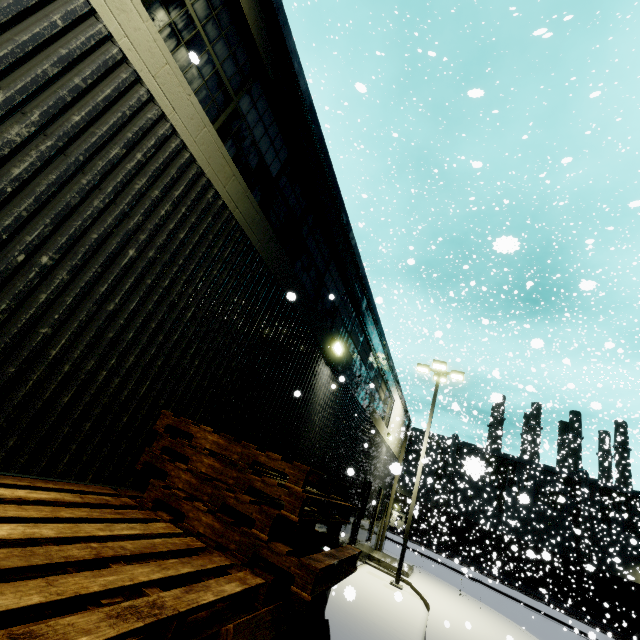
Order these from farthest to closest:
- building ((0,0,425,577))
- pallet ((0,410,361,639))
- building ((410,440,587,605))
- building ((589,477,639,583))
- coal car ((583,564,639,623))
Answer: building ((589,477,639,583))
building ((410,440,587,605))
coal car ((583,564,639,623))
building ((0,0,425,577))
pallet ((0,410,361,639))

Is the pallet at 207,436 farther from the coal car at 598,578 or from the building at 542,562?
the coal car at 598,578

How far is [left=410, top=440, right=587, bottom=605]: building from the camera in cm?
3180

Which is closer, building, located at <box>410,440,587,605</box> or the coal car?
the coal car

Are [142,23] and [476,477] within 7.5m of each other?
no

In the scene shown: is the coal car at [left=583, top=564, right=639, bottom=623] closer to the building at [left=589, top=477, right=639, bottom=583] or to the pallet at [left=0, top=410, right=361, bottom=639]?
the building at [left=589, top=477, right=639, bottom=583]

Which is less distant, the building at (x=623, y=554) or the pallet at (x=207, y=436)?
the pallet at (x=207, y=436)
